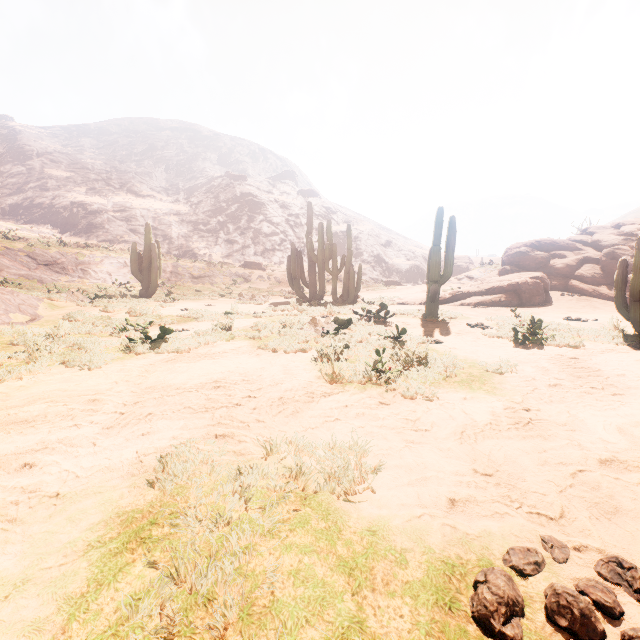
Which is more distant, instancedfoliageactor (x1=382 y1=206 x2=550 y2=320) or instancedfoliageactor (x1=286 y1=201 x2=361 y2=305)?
instancedfoliageactor (x1=286 y1=201 x2=361 y2=305)

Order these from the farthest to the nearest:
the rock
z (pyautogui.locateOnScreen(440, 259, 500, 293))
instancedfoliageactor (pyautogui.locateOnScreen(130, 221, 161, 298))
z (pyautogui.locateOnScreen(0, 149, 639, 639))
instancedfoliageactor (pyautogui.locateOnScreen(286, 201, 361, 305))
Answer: z (pyautogui.locateOnScreen(440, 259, 500, 293)), instancedfoliageactor (pyautogui.locateOnScreen(130, 221, 161, 298)), the rock, instancedfoliageactor (pyautogui.locateOnScreen(286, 201, 361, 305)), z (pyautogui.locateOnScreen(0, 149, 639, 639))

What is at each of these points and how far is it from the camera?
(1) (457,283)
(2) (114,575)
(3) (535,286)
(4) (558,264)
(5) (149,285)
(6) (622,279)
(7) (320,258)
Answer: (1) z, 23.9m
(2) z, 1.5m
(3) instancedfoliageactor, 14.4m
(4) rock, 17.7m
(5) instancedfoliageactor, 17.9m
(6) instancedfoliageactor, 7.2m
(7) instancedfoliageactor, 17.6m

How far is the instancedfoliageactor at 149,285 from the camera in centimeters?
1728cm

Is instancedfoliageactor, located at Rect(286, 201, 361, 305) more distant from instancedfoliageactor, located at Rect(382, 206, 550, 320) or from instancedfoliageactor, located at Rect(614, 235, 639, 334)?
instancedfoliageactor, located at Rect(614, 235, 639, 334)

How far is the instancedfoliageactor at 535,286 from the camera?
10.0 meters

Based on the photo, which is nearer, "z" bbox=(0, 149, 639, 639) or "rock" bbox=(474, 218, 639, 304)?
"z" bbox=(0, 149, 639, 639)

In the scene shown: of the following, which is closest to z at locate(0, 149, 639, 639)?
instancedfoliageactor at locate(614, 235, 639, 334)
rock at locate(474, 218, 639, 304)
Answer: instancedfoliageactor at locate(614, 235, 639, 334)
